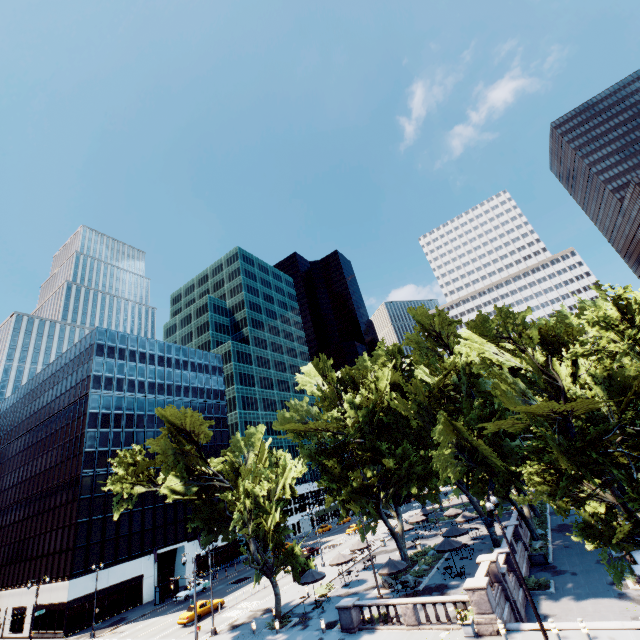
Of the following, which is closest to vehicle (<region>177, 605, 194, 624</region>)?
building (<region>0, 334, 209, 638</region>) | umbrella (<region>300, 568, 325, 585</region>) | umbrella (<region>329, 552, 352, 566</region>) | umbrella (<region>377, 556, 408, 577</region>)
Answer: umbrella (<region>300, 568, 325, 585</region>)

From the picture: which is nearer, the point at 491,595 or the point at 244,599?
the point at 491,595

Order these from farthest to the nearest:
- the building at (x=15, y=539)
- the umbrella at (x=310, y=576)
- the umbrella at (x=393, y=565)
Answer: the building at (x=15, y=539) < the umbrella at (x=310, y=576) < the umbrella at (x=393, y=565)

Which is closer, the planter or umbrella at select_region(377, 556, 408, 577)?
the planter

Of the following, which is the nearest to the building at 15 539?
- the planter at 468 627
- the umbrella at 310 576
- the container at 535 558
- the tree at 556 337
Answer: the tree at 556 337

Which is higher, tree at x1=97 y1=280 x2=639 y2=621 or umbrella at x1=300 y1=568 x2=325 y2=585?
tree at x1=97 y1=280 x2=639 y2=621

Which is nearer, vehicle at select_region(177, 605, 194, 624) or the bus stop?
vehicle at select_region(177, 605, 194, 624)

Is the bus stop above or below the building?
below
